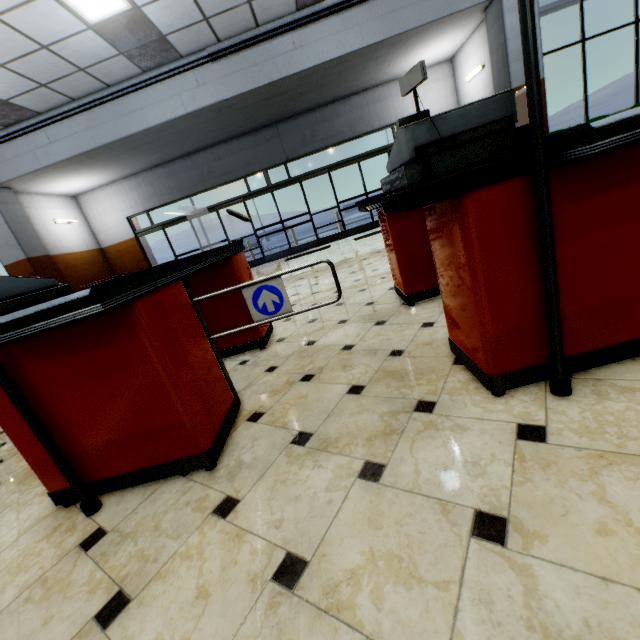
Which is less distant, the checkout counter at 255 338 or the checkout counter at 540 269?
the checkout counter at 540 269

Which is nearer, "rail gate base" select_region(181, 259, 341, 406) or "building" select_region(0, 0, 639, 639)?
"building" select_region(0, 0, 639, 639)

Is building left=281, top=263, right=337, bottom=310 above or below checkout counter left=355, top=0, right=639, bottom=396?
below

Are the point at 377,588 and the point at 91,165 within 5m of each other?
no

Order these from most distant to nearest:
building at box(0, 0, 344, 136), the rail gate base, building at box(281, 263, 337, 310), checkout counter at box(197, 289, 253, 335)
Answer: building at box(0, 0, 344, 136)
building at box(281, 263, 337, 310)
checkout counter at box(197, 289, 253, 335)
the rail gate base

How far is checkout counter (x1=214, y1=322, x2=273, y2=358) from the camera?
2.9 meters

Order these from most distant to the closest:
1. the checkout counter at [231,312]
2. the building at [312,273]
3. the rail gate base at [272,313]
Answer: the building at [312,273] < the checkout counter at [231,312] < the rail gate base at [272,313]

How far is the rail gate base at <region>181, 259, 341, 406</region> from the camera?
1.9m
